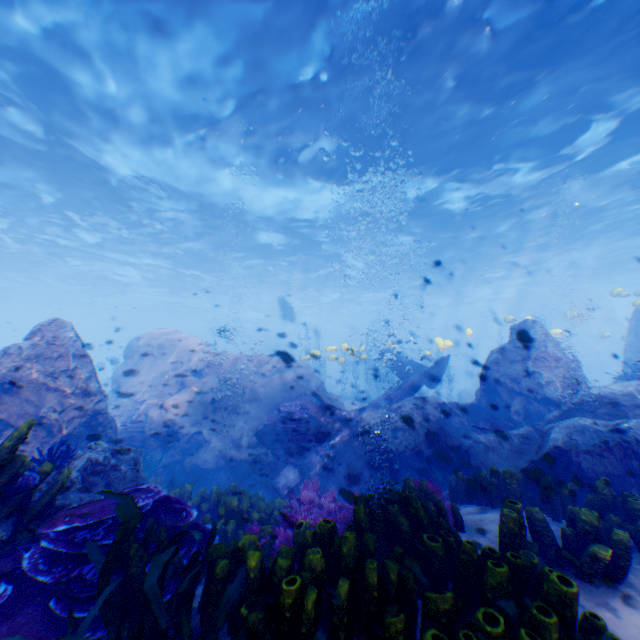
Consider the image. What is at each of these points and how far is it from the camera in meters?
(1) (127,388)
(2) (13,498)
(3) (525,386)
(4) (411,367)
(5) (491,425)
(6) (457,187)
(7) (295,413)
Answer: (1) rock, 15.4 m
(2) instancedfoliageactor, 3.1 m
(3) rock, 9.3 m
(4) plane, 15.0 m
(5) instancedfoliageactor, 9.2 m
(6) light, 16.4 m
(7) instancedfoliageactor, 11.4 m

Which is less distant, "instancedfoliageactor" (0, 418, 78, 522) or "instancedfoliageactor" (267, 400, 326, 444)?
"instancedfoliageactor" (0, 418, 78, 522)

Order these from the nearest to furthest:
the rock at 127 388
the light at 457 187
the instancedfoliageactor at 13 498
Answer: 1. the instancedfoliageactor at 13 498
2. the rock at 127 388
3. the light at 457 187

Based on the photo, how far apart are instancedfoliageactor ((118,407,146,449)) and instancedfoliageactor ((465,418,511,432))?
10.7 meters

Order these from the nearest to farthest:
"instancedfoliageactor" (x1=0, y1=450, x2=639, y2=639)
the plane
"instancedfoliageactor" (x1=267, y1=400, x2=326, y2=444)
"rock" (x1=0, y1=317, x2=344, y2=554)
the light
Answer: "instancedfoliageactor" (x1=0, y1=450, x2=639, y2=639), "rock" (x1=0, y1=317, x2=344, y2=554), the light, the plane, "instancedfoliageactor" (x1=267, y1=400, x2=326, y2=444)

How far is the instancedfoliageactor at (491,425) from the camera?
9.2 meters

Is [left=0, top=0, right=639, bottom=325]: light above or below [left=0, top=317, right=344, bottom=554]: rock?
above

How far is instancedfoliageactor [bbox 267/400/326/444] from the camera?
10.92m
